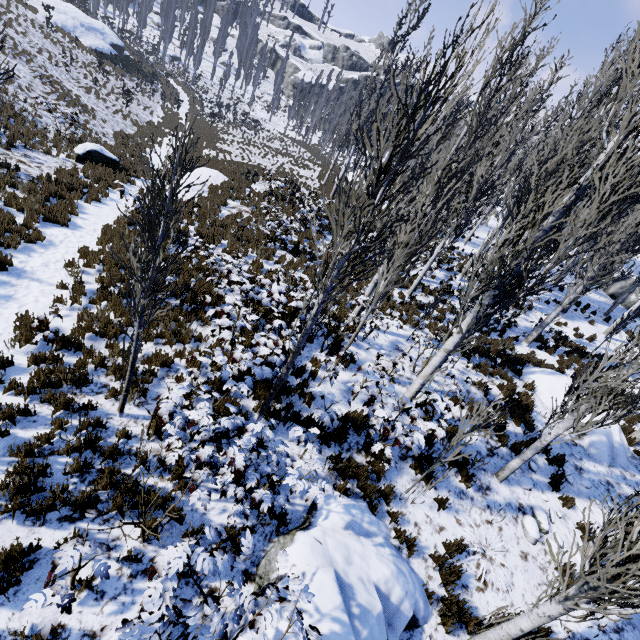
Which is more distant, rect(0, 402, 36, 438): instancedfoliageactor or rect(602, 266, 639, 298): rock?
rect(602, 266, 639, 298): rock

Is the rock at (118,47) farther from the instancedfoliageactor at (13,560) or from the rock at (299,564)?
the rock at (299,564)

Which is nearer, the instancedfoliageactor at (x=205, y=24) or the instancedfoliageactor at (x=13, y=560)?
the instancedfoliageactor at (x=13, y=560)

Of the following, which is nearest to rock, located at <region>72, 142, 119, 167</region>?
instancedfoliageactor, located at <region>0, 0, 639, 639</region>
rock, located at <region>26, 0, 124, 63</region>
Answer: instancedfoliageactor, located at <region>0, 0, 639, 639</region>

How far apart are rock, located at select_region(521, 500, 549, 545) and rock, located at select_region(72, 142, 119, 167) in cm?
2041

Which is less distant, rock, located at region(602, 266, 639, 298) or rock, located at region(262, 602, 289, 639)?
rock, located at region(262, 602, 289, 639)

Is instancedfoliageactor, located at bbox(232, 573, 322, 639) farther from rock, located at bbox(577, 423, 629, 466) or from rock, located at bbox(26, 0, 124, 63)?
rock, located at bbox(26, 0, 124, 63)

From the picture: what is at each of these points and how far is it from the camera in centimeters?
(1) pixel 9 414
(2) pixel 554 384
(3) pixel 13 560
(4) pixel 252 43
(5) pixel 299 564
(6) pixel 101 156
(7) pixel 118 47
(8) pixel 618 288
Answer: (1) instancedfoliageactor, 477cm
(2) rock, 1157cm
(3) instancedfoliageactor, 358cm
(4) instancedfoliageactor, 5978cm
(5) rock, 429cm
(6) rock, 1490cm
(7) rock, 3588cm
(8) rock, 2583cm
